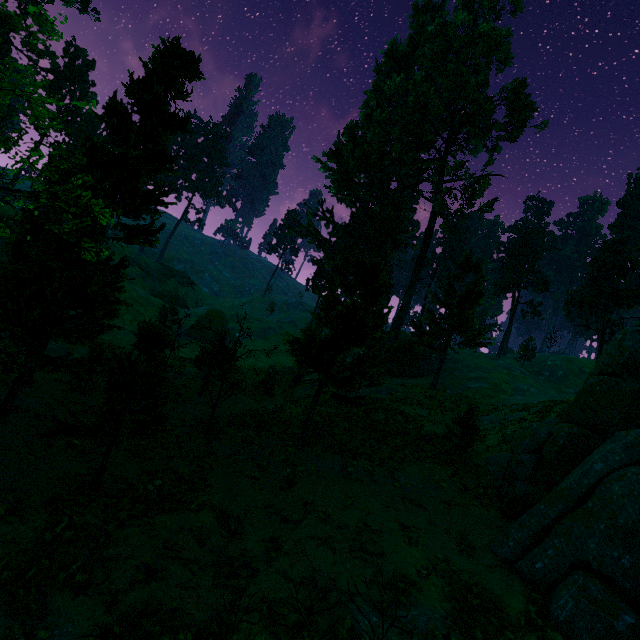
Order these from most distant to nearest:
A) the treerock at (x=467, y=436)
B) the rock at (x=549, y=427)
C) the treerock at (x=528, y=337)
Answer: the treerock at (x=528, y=337)
the treerock at (x=467, y=436)
the rock at (x=549, y=427)

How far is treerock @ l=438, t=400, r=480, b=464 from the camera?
17.58m

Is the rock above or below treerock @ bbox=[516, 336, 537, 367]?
below

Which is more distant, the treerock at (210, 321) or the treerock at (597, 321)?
the treerock at (597, 321)

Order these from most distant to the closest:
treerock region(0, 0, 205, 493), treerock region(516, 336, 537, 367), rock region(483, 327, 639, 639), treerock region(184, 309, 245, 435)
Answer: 1. treerock region(516, 336, 537, 367)
2. treerock region(184, 309, 245, 435)
3. treerock region(0, 0, 205, 493)
4. rock region(483, 327, 639, 639)

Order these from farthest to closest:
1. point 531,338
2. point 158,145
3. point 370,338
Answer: point 531,338, point 158,145, point 370,338
